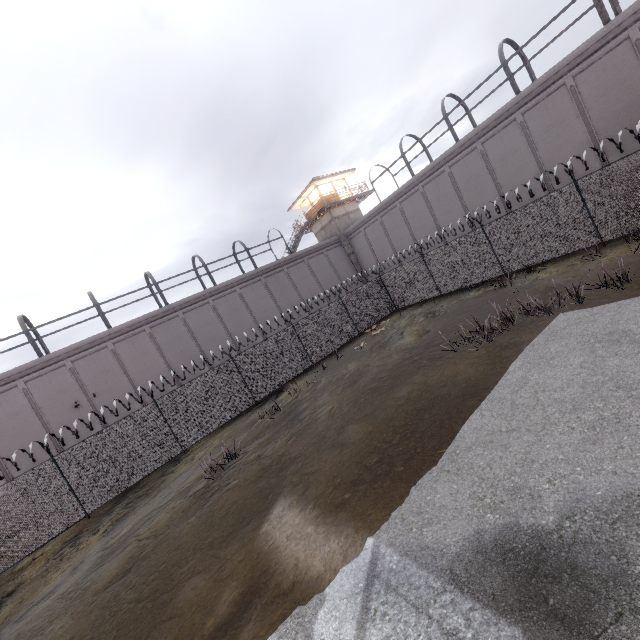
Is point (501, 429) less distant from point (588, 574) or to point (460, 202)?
point (588, 574)

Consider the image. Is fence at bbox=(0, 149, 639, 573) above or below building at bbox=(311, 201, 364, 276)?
below

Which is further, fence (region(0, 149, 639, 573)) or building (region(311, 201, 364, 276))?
building (region(311, 201, 364, 276))

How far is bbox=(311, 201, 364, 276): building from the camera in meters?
33.0

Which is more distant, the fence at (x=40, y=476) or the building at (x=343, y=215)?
the building at (x=343, y=215)

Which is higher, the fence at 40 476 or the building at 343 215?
the building at 343 215
